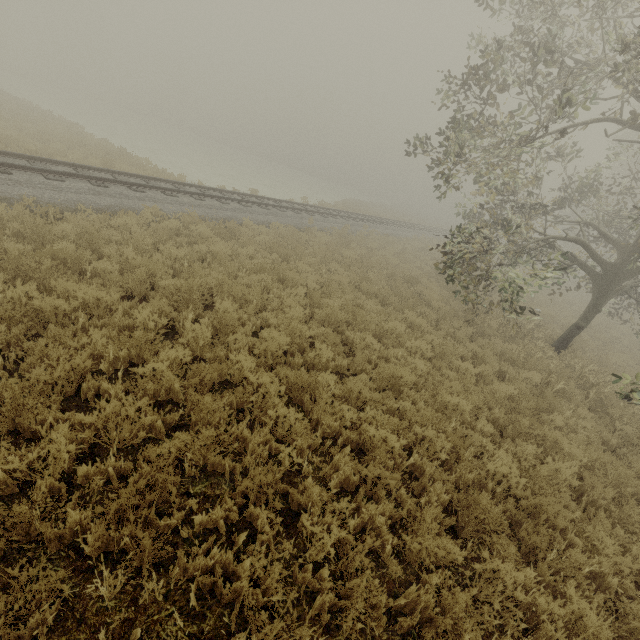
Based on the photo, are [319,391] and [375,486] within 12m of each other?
yes
